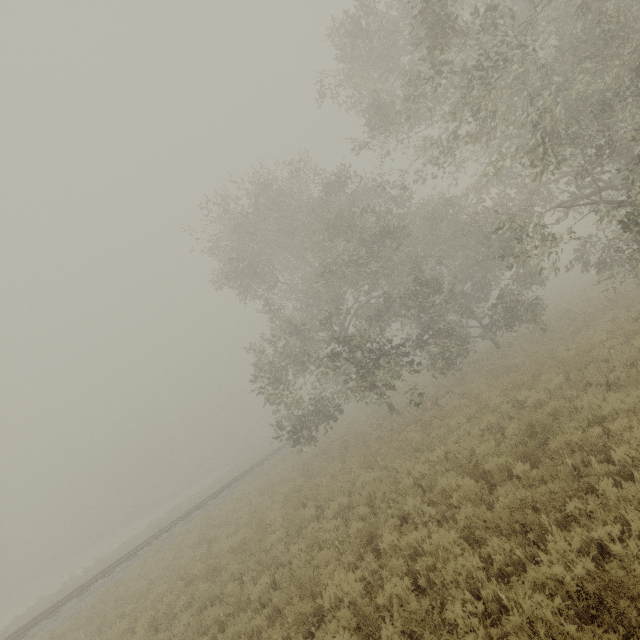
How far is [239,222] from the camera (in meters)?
17.69
